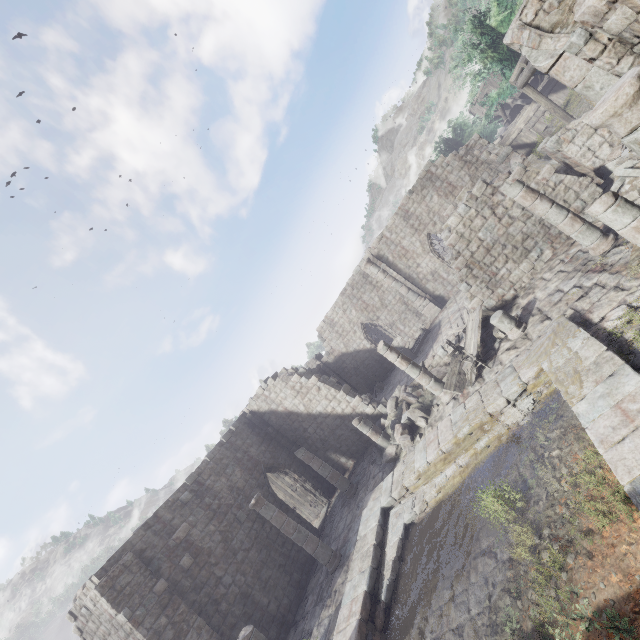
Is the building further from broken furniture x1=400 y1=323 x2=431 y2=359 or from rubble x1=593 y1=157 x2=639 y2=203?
broken furniture x1=400 y1=323 x2=431 y2=359

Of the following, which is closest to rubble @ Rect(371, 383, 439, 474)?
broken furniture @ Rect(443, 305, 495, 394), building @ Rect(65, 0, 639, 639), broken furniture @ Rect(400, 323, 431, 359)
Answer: building @ Rect(65, 0, 639, 639)

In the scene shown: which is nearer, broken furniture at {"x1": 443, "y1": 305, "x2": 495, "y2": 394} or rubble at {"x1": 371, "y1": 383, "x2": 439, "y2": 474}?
broken furniture at {"x1": 443, "y1": 305, "x2": 495, "y2": 394}

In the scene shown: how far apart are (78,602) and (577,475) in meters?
16.0 m

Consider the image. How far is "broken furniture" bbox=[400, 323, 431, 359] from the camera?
21.0 meters

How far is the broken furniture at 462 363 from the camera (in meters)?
11.41

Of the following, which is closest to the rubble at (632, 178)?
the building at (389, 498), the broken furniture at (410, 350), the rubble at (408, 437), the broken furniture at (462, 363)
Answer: the building at (389, 498)

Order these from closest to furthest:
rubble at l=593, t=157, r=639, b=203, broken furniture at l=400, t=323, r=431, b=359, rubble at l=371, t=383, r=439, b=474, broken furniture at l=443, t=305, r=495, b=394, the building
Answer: the building
rubble at l=593, t=157, r=639, b=203
broken furniture at l=443, t=305, r=495, b=394
rubble at l=371, t=383, r=439, b=474
broken furniture at l=400, t=323, r=431, b=359
